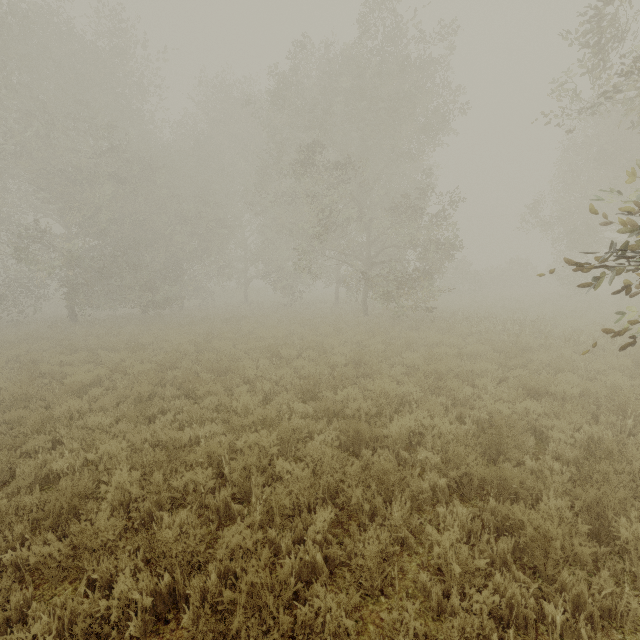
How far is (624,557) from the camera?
3.0m
